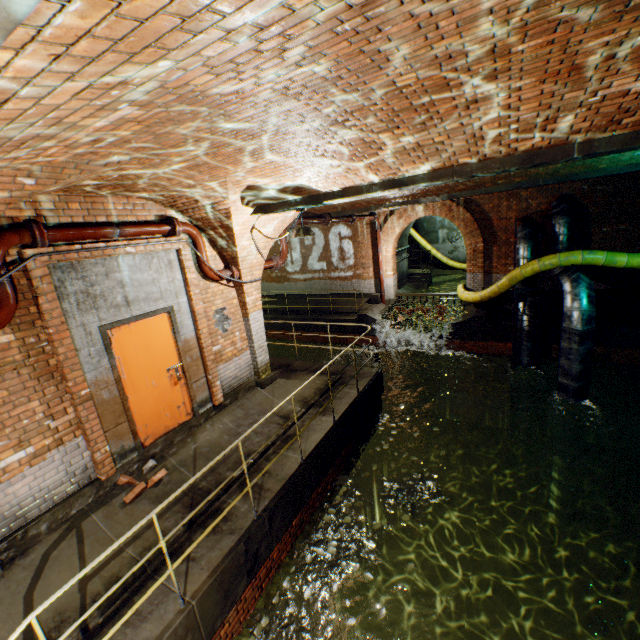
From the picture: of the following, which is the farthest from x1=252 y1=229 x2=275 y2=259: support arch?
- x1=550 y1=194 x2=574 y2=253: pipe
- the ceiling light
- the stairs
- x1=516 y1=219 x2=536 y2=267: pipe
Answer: the stairs

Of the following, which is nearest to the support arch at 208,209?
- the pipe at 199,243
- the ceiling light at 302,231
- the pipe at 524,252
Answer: the pipe at 199,243

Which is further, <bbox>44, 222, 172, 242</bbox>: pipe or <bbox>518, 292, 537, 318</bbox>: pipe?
<bbox>518, 292, 537, 318</bbox>: pipe

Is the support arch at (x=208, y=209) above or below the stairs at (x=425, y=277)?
above

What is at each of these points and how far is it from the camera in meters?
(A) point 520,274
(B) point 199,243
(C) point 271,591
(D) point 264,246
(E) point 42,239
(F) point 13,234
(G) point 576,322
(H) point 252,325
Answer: (A) large conduit, 9.9
(B) pipe, 6.1
(C) leaves, 4.8
(D) support arch, 7.2
(E) pipe end, 4.0
(F) pipe, 3.8
(G) pipe, 7.9
(H) support arch, 7.4

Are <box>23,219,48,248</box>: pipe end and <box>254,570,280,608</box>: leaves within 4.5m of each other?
no

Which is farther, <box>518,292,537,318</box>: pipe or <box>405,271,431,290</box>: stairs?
<box>405,271,431,290</box>: stairs

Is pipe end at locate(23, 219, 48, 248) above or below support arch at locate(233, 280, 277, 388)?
above
